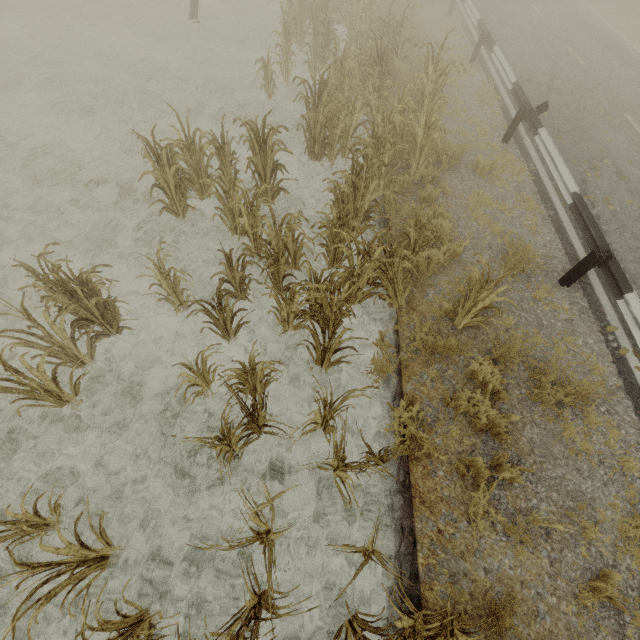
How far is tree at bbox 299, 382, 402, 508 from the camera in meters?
3.4 m

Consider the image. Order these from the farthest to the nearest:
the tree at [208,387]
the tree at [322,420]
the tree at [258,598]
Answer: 1. the tree at [208,387]
2. the tree at [322,420]
3. the tree at [258,598]

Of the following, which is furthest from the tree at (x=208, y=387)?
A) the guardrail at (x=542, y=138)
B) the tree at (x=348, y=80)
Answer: the guardrail at (x=542, y=138)

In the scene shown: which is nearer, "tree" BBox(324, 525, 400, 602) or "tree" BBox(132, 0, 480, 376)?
"tree" BBox(324, 525, 400, 602)

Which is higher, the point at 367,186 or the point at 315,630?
the point at 367,186

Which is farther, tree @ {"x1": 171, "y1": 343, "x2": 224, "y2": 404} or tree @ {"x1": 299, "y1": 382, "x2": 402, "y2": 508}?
tree @ {"x1": 171, "y1": 343, "x2": 224, "y2": 404}
